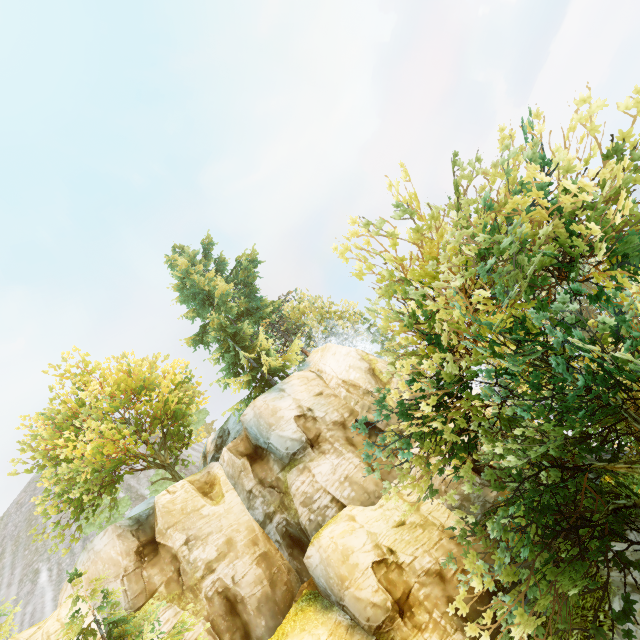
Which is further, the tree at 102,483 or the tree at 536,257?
the tree at 102,483

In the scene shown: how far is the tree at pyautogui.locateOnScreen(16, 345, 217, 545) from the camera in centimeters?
1966cm

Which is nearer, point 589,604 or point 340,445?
point 589,604

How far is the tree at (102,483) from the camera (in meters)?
19.66

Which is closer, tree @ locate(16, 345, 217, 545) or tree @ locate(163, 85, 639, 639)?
tree @ locate(163, 85, 639, 639)
